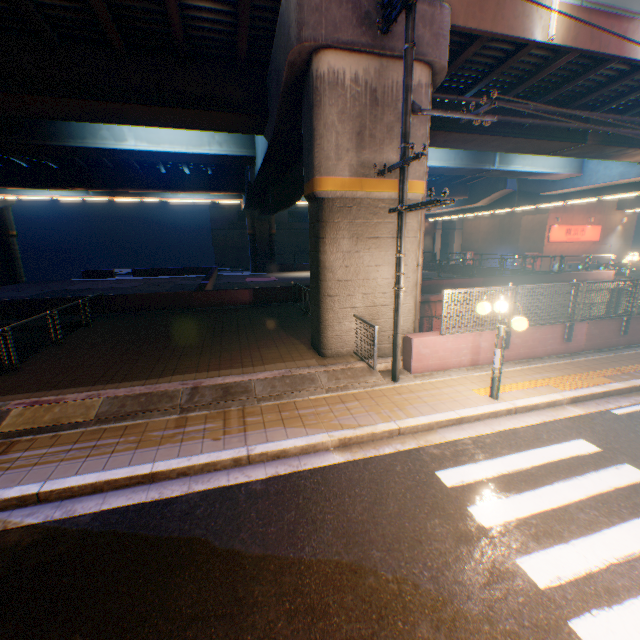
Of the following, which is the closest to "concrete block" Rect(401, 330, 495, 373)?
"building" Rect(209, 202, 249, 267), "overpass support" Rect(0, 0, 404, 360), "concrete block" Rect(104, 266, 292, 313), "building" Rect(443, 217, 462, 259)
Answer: "overpass support" Rect(0, 0, 404, 360)

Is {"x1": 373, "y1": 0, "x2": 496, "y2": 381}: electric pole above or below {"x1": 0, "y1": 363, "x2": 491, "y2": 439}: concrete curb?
above

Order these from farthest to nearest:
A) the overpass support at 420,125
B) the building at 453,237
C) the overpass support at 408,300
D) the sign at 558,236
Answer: the building at 453,237
the sign at 558,236
the overpass support at 408,300
the overpass support at 420,125

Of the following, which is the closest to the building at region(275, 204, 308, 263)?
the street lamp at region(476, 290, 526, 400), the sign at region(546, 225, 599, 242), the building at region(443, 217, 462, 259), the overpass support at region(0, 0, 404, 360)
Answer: the building at region(443, 217, 462, 259)

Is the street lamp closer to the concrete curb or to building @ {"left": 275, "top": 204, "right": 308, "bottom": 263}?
the concrete curb

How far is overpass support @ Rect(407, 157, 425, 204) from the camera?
8.8 meters

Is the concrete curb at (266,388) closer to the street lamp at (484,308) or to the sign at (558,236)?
the street lamp at (484,308)

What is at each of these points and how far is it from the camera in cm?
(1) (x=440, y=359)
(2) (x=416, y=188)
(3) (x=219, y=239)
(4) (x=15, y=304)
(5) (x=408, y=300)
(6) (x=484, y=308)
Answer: (1) concrete block, 863
(2) overpass support, 894
(3) building, 4672
(4) concrete block, 1475
(5) overpass support, 970
(6) street lamp, 684
